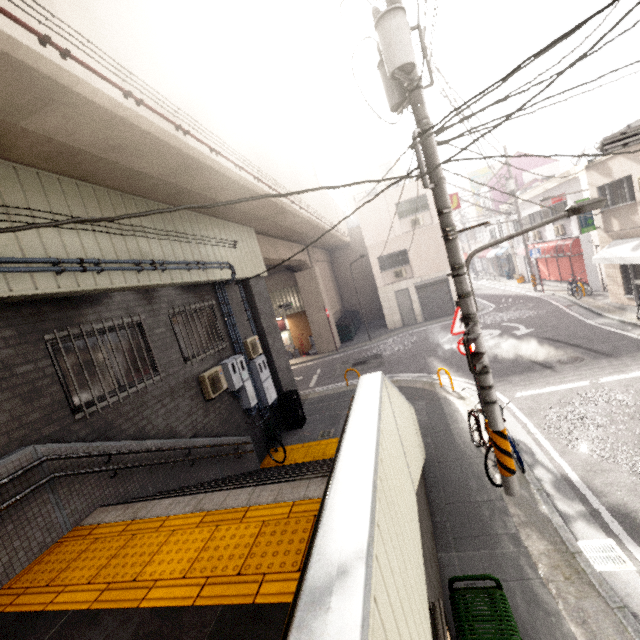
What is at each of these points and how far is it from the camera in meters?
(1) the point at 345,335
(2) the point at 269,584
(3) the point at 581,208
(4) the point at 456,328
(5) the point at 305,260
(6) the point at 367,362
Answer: (1) dumpster, 22.1
(2) groundtactileadastrip, 2.4
(3) street light, 4.6
(4) sign, 7.7
(5) concrete pillar, 19.5
(6) manhole, 16.2

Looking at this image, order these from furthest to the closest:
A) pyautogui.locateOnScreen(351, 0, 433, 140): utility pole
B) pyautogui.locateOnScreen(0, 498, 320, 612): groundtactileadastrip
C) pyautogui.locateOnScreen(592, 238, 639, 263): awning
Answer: pyautogui.locateOnScreen(592, 238, 639, 263): awning
pyautogui.locateOnScreen(351, 0, 433, 140): utility pole
pyautogui.locateOnScreen(0, 498, 320, 612): groundtactileadastrip

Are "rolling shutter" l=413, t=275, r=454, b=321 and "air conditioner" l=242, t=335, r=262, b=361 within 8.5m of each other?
no

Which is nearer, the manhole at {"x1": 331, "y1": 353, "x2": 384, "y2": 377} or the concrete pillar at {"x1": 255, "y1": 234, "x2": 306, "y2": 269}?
the concrete pillar at {"x1": 255, "y1": 234, "x2": 306, "y2": 269}

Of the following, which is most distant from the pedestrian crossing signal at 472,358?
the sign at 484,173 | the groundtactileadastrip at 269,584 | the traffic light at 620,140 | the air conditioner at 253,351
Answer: the sign at 484,173

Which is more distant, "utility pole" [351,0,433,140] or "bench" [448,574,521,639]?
"utility pole" [351,0,433,140]

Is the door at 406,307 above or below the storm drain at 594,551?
above

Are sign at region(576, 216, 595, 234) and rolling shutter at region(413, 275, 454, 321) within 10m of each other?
yes
